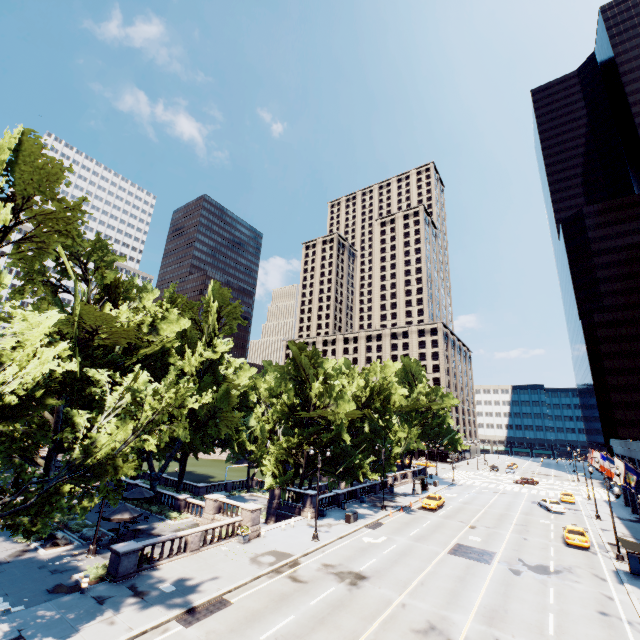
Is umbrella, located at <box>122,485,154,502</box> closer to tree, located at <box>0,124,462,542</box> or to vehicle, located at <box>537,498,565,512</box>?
tree, located at <box>0,124,462,542</box>

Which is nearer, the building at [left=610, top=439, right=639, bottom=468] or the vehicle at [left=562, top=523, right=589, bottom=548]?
the vehicle at [left=562, top=523, right=589, bottom=548]

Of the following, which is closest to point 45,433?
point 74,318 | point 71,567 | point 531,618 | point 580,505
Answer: point 74,318

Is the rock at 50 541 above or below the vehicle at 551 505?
below

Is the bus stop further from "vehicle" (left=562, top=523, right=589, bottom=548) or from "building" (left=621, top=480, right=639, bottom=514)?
"vehicle" (left=562, top=523, right=589, bottom=548)

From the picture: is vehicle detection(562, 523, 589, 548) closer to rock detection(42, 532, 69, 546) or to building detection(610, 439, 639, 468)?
building detection(610, 439, 639, 468)

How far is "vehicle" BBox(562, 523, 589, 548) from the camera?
29.9m

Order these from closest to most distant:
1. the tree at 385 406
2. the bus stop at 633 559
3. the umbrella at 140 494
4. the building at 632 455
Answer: the tree at 385 406 → the bus stop at 633 559 → the umbrella at 140 494 → the building at 632 455
